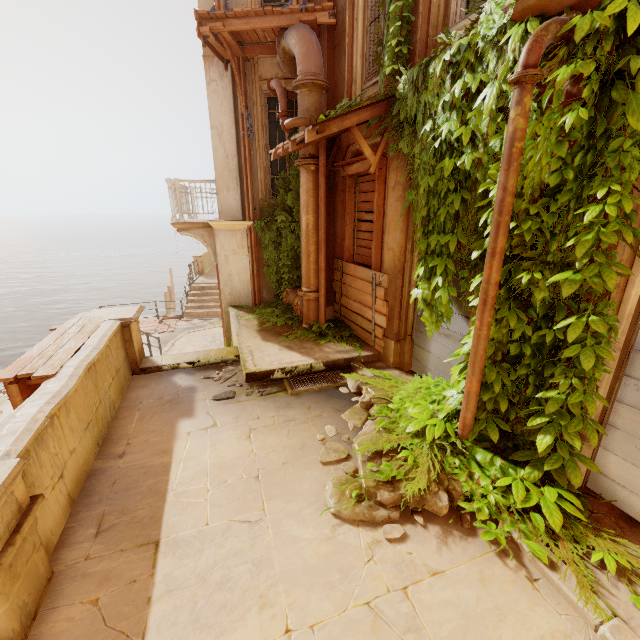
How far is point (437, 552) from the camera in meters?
2.9

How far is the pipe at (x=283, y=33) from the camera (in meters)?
6.07

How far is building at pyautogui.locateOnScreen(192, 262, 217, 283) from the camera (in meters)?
17.81

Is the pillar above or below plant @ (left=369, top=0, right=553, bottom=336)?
below

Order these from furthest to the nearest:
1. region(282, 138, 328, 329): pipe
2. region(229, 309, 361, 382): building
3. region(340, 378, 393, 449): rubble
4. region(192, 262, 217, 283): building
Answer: region(192, 262, 217, 283): building → region(282, 138, 328, 329): pipe → region(229, 309, 361, 382): building → region(340, 378, 393, 449): rubble

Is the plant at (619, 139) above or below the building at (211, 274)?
above

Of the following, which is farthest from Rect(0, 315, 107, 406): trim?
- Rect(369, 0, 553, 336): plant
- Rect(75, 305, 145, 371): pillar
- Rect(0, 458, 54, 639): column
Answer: Rect(369, 0, 553, 336): plant

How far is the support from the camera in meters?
9.1 m
